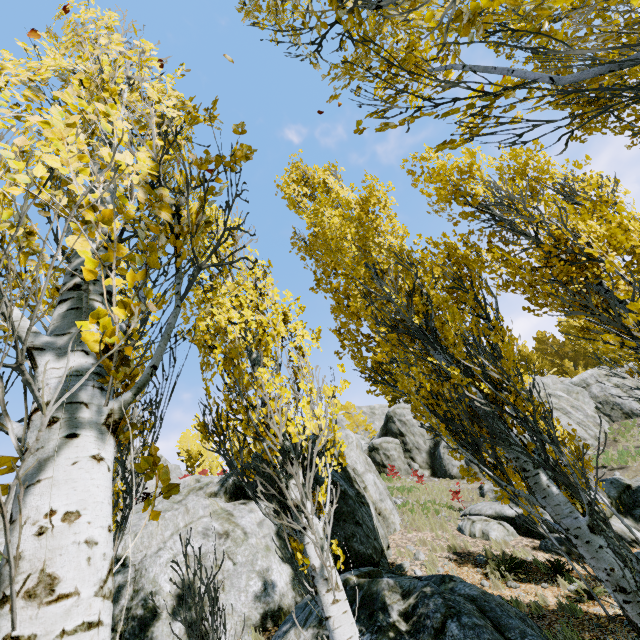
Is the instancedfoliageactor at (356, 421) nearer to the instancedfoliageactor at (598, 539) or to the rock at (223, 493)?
the rock at (223, 493)

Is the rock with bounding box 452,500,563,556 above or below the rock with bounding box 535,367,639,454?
below

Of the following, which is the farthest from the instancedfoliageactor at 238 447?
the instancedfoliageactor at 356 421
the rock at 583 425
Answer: the instancedfoliageactor at 356 421

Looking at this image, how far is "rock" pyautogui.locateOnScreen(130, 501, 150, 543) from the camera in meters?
7.8 m

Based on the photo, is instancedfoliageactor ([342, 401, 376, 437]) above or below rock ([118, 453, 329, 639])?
above

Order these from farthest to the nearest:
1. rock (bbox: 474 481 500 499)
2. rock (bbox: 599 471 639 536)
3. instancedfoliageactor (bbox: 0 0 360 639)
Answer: rock (bbox: 474 481 500 499), rock (bbox: 599 471 639 536), instancedfoliageactor (bbox: 0 0 360 639)

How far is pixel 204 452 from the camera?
47.1 meters
